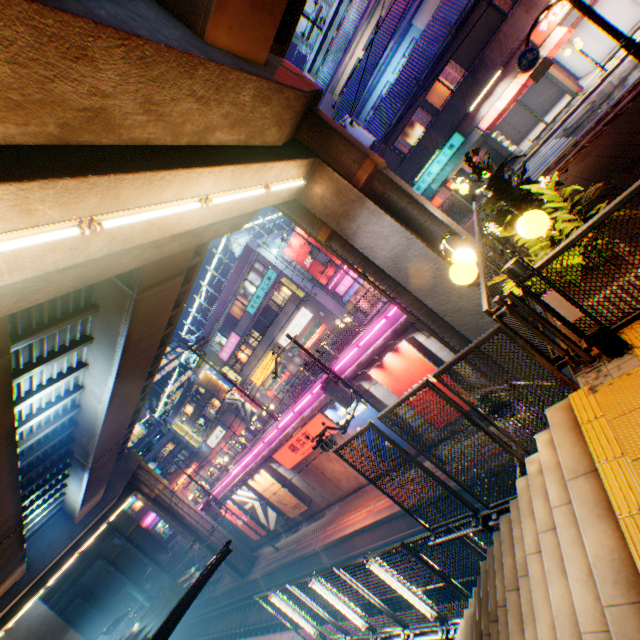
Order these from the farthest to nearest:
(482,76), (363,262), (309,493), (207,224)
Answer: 1. (309,493)
2. (482,76)
3. (363,262)
4. (207,224)

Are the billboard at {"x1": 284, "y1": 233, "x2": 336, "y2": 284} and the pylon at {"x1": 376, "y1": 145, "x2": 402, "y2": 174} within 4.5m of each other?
no

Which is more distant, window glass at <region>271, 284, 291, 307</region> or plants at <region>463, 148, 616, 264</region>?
window glass at <region>271, 284, 291, 307</region>

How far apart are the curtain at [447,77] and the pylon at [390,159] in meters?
4.7 m

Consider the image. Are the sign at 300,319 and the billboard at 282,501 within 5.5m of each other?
no

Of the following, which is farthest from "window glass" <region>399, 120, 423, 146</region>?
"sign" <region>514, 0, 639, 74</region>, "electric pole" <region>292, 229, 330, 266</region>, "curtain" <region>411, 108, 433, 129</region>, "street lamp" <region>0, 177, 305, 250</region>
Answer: "street lamp" <region>0, 177, 305, 250</region>

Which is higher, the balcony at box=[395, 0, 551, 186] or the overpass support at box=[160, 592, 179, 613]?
the balcony at box=[395, 0, 551, 186]

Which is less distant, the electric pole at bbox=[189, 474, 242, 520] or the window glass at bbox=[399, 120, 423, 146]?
the window glass at bbox=[399, 120, 423, 146]
